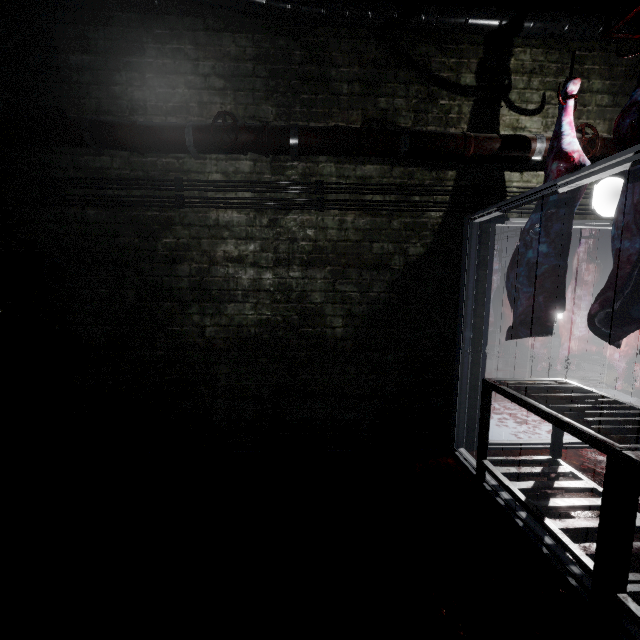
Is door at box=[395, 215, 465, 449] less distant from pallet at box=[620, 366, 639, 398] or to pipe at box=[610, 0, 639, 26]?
pipe at box=[610, 0, 639, 26]

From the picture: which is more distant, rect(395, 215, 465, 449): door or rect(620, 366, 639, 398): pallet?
rect(620, 366, 639, 398): pallet

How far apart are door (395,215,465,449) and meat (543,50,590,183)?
0.2m

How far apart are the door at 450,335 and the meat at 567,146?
0.2m

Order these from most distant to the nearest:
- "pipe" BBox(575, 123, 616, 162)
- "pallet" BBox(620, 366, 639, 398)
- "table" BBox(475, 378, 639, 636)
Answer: "pallet" BBox(620, 366, 639, 398) < "pipe" BBox(575, 123, 616, 162) < "table" BBox(475, 378, 639, 636)

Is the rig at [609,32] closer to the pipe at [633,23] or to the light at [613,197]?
the pipe at [633,23]

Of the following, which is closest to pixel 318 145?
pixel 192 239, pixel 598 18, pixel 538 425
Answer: pixel 192 239

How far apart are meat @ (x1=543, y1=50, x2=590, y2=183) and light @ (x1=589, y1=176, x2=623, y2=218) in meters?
0.6 m
